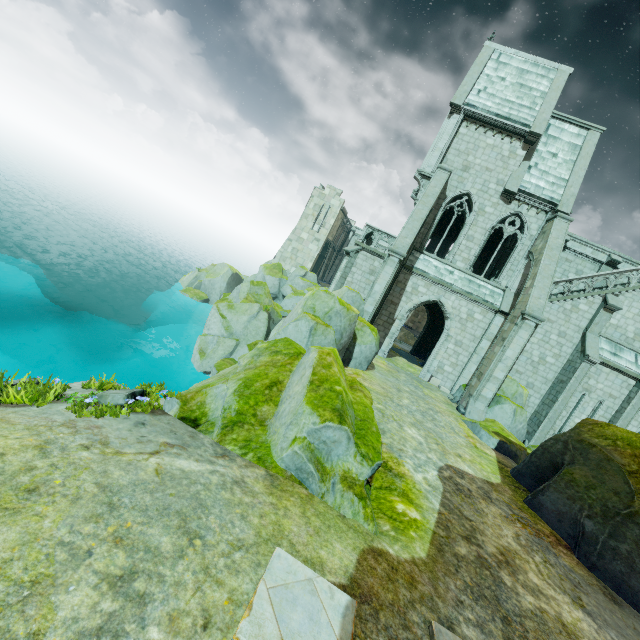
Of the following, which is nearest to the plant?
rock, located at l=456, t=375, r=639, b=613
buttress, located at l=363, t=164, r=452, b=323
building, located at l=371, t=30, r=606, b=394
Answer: rock, located at l=456, t=375, r=639, b=613

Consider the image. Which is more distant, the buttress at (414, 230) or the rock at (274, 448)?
the buttress at (414, 230)

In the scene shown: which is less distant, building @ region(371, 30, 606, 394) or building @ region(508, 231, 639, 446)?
building @ region(508, 231, 639, 446)

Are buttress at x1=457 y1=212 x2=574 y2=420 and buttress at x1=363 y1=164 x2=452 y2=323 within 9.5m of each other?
yes

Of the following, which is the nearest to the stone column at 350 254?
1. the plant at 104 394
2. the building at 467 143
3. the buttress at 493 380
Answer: the building at 467 143

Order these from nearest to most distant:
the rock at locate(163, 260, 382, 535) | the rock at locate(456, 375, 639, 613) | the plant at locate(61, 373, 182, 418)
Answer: the plant at locate(61, 373, 182, 418)
the rock at locate(163, 260, 382, 535)
the rock at locate(456, 375, 639, 613)

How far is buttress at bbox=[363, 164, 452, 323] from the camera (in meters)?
16.17

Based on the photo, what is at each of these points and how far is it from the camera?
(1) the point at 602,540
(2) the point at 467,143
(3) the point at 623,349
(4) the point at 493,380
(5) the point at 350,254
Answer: (1) rock, 7.30m
(2) building, 19.66m
(3) building, 18.48m
(4) buttress, 15.38m
(5) stone column, 21.47m
